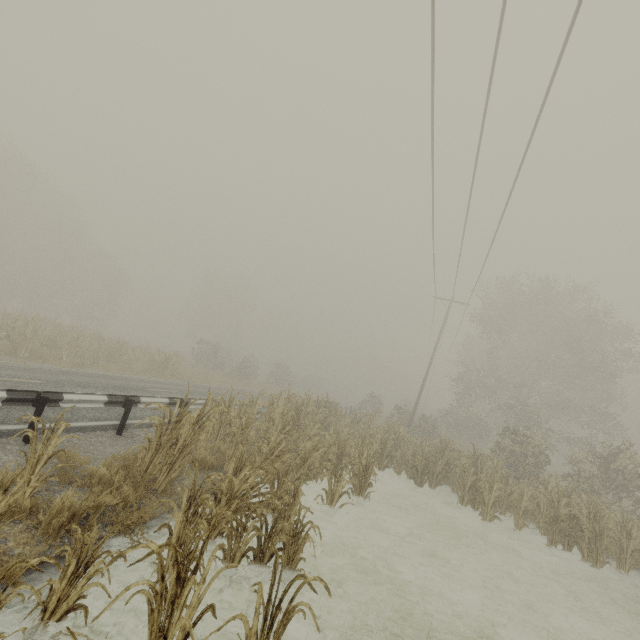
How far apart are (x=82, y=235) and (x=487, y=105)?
51.4m

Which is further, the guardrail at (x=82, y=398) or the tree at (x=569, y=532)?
Result: the guardrail at (x=82, y=398)

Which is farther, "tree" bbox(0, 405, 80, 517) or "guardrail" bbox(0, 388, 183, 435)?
"guardrail" bbox(0, 388, 183, 435)
